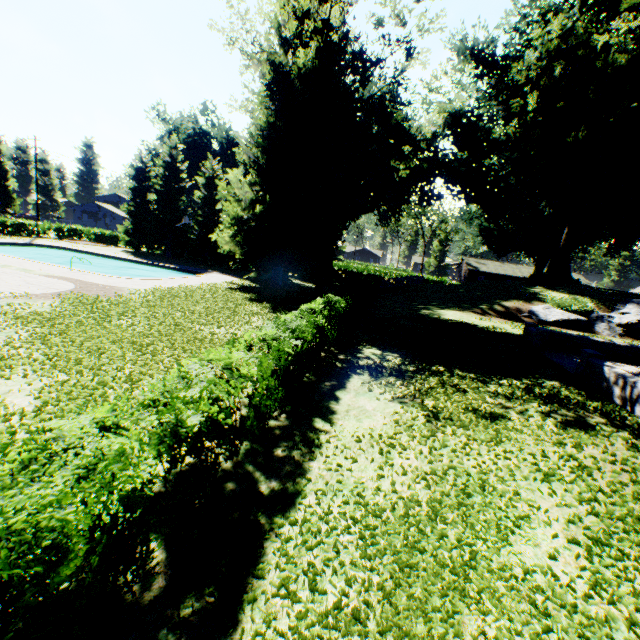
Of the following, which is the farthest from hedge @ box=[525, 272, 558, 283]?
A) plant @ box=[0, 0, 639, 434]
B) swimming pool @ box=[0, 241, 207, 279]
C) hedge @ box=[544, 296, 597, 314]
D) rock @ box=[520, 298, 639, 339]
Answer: swimming pool @ box=[0, 241, 207, 279]

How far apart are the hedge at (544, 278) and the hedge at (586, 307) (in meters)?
8.46

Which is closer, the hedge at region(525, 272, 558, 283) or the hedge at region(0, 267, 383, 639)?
the hedge at region(0, 267, 383, 639)

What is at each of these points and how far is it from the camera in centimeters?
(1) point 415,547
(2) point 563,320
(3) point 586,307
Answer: (1) plant, 403cm
(2) rock, 2355cm
(3) hedge, 2439cm

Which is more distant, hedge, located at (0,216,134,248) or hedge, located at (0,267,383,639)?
hedge, located at (0,216,134,248)

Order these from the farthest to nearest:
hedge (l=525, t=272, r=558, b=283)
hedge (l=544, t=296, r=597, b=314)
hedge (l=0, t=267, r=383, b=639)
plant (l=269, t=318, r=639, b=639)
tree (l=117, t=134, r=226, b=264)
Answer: tree (l=117, t=134, r=226, b=264) → hedge (l=525, t=272, r=558, b=283) → hedge (l=544, t=296, r=597, b=314) → plant (l=269, t=318, r=639, b=639) → hedge (l=0, t=267, r=383, b=639)

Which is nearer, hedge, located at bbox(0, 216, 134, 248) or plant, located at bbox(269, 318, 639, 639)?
plant, located at bbox(269, 318, 639, 639)

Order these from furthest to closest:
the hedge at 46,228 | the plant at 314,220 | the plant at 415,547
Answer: the hedge at 46,228, the plant at 314,220, the plant at 415,547
